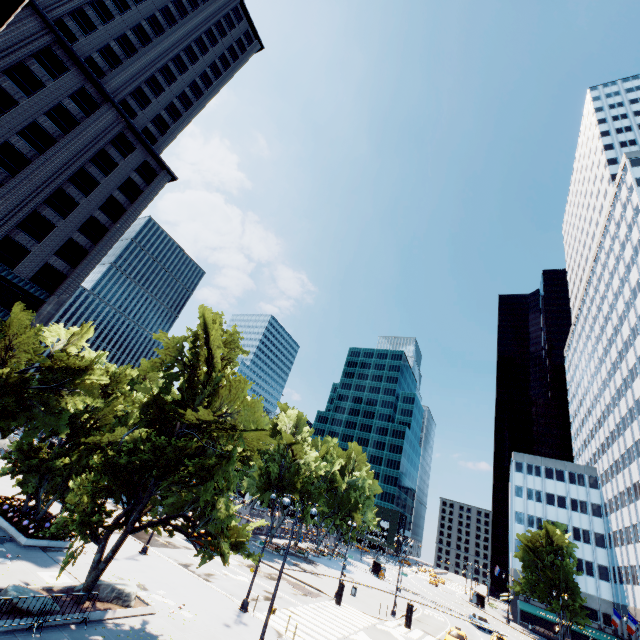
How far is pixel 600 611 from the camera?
59.78m

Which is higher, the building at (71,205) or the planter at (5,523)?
the building at (71,205)

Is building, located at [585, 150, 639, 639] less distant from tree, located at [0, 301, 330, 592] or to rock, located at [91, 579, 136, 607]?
tree, located at [0, 301, 330, 592]

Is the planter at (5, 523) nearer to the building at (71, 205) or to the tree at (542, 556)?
the tree at (542, 556)

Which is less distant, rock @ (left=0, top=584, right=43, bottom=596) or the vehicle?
rock @ (left=0, top=584, right=43, bottom=596)

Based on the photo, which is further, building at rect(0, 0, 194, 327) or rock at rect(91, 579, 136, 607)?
building at rect(0, 0, 194, 327)

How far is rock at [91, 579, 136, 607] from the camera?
16.2 meters

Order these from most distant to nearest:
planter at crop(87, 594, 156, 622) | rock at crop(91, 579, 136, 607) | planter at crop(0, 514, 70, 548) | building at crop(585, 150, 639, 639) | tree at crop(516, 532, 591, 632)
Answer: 1. tree at crop(516, 532, 591, 632)
2. building at crop(585, 150, 639, 639)
3. planter at crop(0, 514, 70, 548)
4. rock at crop(91, 579, 136, 607)
5. planter at crop(87, 594, 156, 622)
